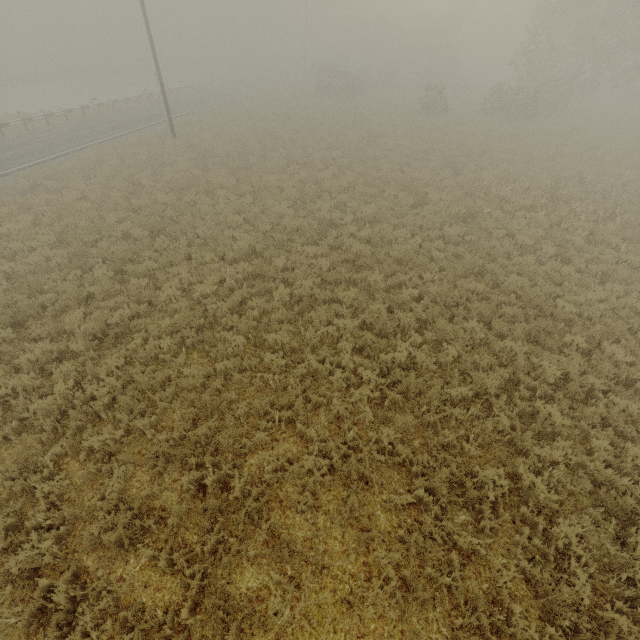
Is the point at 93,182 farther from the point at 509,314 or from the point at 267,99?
the point at 267,99
